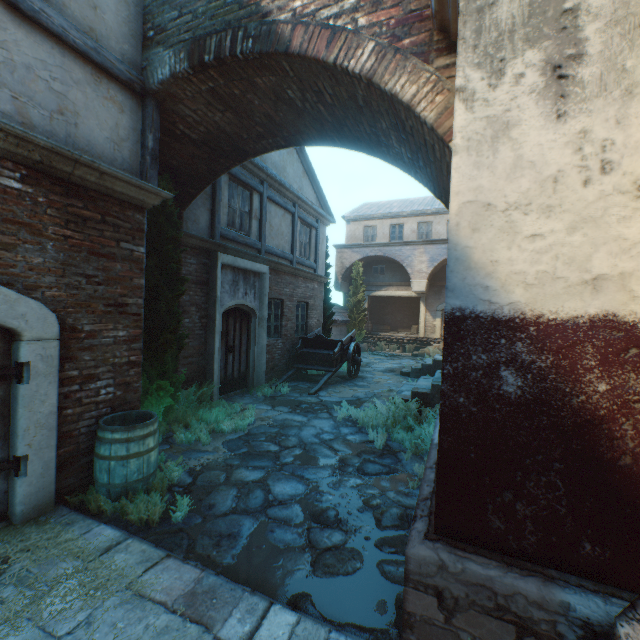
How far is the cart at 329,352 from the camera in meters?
10.7

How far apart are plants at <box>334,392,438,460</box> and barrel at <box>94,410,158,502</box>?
3.6m

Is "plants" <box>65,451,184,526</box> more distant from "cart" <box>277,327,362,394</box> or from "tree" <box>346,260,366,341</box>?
"tree" <box>346,260,366,341</box>

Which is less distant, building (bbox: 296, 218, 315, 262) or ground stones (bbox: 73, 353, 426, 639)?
ground stones (bbox: 73, 353, 426, 639)

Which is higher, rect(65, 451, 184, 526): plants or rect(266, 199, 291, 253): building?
rect(266, 199, 291, 253): building

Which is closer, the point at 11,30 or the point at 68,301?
the point at 11,30

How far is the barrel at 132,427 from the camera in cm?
366

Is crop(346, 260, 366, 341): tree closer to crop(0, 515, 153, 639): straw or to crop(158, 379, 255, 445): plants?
crop(158, 379, 255, 445): plants
